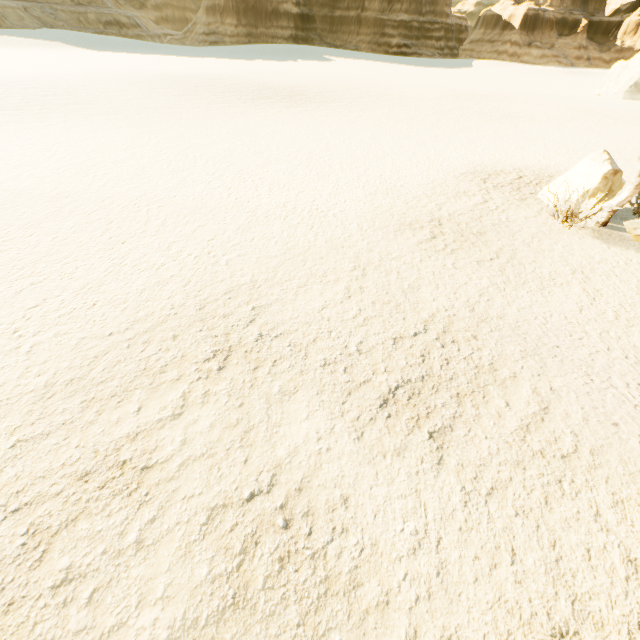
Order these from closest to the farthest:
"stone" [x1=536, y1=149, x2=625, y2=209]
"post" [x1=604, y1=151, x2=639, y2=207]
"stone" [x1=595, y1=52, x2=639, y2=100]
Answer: "post" [x1=604, y1=151, x2=639, y2=207]
"stone" [x1=536, y1=149, x2=625, y2=209]
"stone" [x1=595, y1=52, x2=639, y2=100]

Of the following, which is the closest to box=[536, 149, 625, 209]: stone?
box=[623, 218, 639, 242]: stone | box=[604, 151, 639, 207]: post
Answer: box=[604, 151, 639, 207]: post

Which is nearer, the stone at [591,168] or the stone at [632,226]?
the stone at [632,226]

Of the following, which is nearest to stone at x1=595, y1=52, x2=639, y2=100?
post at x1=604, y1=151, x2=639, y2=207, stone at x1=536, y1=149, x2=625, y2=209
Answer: stone at x1=536, y1=149, x2=625, y2=209

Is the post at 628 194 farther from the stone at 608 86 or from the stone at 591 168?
the stone at 608 86

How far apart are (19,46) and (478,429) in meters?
73.8

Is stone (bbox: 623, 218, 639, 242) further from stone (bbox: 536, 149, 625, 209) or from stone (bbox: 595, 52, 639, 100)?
stone (bbox: 595, 52, 639, 100)

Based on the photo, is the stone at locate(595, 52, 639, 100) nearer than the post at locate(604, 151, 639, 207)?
No
